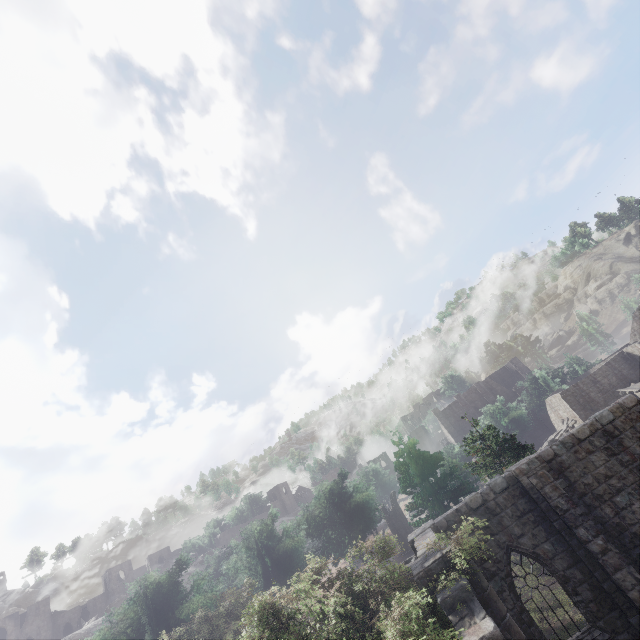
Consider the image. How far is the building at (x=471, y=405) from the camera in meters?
57.9 m

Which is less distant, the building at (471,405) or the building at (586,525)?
the building at (586,525)

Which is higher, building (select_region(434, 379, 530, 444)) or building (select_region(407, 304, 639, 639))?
building (select_region(434, 379, 530, 444))

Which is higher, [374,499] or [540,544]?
[374,499]

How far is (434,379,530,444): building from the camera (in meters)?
57.88

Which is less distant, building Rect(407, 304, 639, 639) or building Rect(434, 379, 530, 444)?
building Rect(407, 304, 639, 639)
